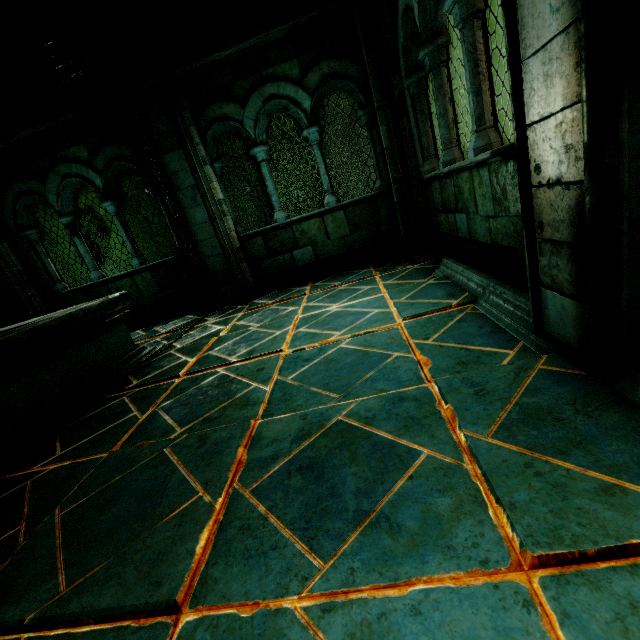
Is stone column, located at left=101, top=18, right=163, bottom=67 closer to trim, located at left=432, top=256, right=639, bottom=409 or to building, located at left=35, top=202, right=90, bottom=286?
trim, located at left=432, top=256, right=639, bottom=409

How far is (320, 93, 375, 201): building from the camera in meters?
14.3

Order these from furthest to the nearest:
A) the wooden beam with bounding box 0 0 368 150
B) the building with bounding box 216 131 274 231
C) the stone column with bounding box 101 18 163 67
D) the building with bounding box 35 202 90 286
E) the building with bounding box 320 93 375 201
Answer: the building with bounding box 35 202 90 286 < the building with bounding box 216 131 274 231 < the building with bounding box 320 93 375 201 < the stone column with bounding box 101 18 163 67 < the wooden beam with bounding box 0 0 368 150

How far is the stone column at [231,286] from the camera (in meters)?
5.06

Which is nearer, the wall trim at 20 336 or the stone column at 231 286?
the wall trim at 20 336

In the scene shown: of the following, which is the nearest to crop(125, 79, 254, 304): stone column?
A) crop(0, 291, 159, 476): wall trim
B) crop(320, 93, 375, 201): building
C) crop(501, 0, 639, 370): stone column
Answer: crop(0, 291, 159, 476): wall trim

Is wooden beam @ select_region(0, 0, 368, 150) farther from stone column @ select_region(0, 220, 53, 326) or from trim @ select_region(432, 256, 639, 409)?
trim @ select_region(432, 256, 639, 409)

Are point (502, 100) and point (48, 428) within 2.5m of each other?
no
